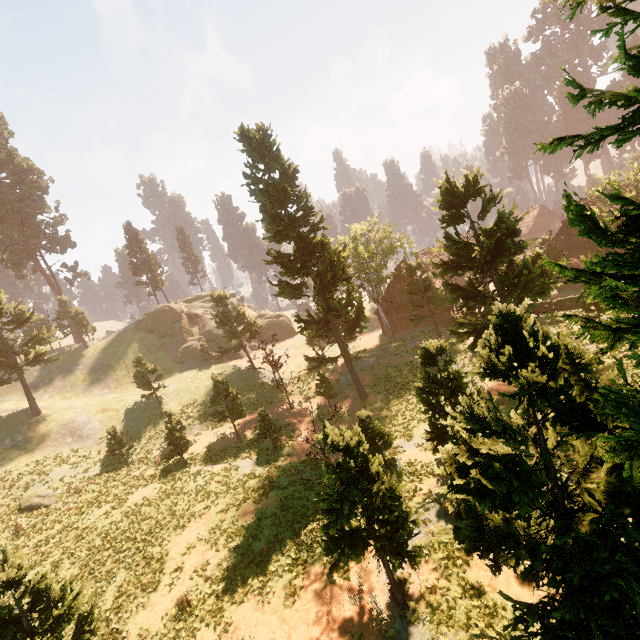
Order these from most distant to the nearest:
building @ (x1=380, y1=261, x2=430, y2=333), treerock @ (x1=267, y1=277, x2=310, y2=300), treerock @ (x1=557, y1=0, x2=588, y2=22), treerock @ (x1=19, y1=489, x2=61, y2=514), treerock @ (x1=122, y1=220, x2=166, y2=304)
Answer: treerock @ (x1=122, y1=220, x2=166, y2=304) < building @ (x1=380, y1=261, x2=430, y2=333) < treerock @ (x1=267, y1=277, x2=310, y2=300) < treerock @ (x1=19, y1=489, x2=61, y2=514) < treerock @ (x1=557, y1=0, x2=588, y2=22)

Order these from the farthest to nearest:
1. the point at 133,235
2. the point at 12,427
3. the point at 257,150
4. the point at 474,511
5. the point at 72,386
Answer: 1. the point at 133,235
2. the point at 72,386
3. the point at 12,427
4. the point at 257,150
5. the point at 474,511

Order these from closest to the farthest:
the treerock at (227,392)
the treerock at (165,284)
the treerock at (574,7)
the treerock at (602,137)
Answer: the treerock at (602,137) → the treerock at (574,7) → the treerock at (227,392) → the treerock at (165,284)

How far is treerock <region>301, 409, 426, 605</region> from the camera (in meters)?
8.96

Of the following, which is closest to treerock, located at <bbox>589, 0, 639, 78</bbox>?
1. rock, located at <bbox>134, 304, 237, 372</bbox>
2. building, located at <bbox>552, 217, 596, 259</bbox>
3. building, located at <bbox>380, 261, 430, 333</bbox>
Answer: building, located at <bbox>552, 217, 596, 259</bbox>

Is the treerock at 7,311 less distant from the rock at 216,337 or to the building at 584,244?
the building at 584,244

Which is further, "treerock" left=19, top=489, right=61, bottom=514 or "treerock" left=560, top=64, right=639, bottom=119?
"treerock" left=19, top=489, right=61, bottom=514
